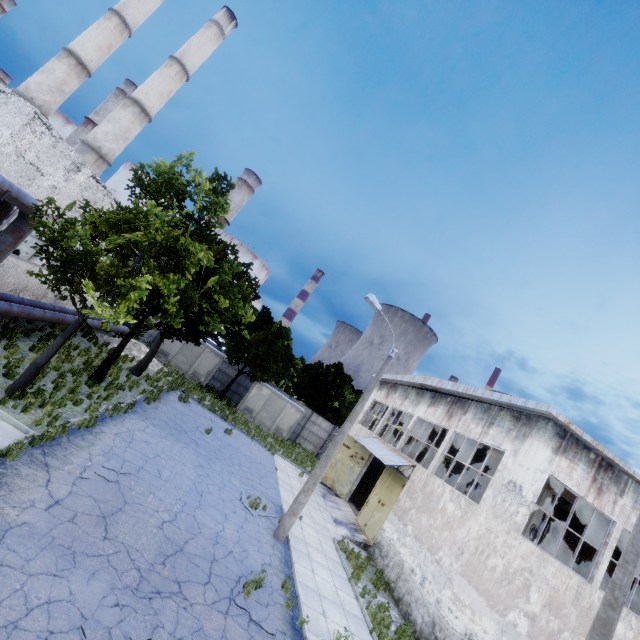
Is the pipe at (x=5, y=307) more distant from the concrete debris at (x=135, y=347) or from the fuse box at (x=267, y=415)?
the fuse box at (x=267, y=415)

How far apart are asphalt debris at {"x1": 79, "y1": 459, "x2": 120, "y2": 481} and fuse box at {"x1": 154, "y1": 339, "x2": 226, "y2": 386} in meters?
18.7

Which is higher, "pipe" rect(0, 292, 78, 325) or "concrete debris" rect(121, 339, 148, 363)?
"pipe" rect(0, 292, 78, 325)

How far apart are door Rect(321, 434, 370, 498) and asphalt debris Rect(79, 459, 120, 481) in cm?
1639

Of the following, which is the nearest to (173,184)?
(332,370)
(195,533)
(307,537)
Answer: (195,533)

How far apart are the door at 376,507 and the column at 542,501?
5.31m

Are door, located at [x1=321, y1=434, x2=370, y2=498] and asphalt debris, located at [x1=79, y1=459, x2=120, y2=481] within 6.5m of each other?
no

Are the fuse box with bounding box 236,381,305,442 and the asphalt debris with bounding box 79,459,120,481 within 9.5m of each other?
no
